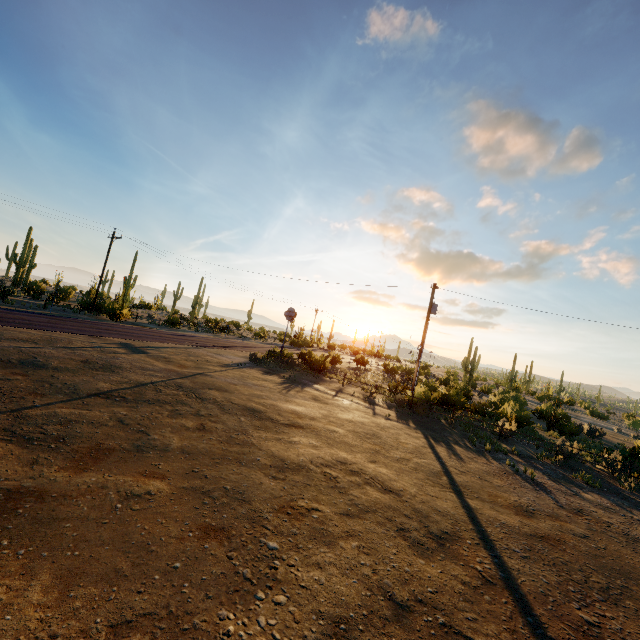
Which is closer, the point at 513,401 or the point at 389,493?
the point at 389,493
